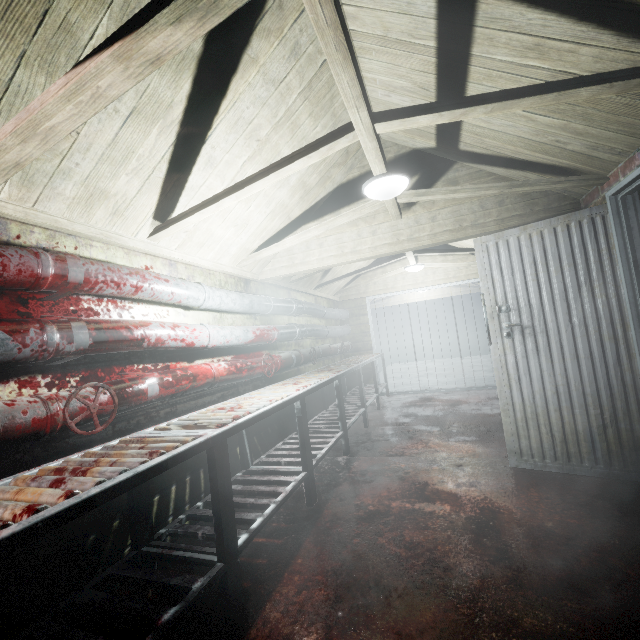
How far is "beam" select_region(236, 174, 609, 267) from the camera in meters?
2.3 m

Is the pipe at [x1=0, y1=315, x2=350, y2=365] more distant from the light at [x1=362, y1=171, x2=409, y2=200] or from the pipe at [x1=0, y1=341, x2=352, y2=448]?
the light at [x1=362, y1=171, x2=409, y2=200]

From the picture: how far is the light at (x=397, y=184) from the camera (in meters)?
2.16

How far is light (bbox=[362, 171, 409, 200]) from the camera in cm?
216

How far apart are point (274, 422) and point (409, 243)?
2.4m

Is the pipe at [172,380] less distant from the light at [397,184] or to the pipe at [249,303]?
the pipe at [249,303]

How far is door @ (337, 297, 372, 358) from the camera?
6.5m

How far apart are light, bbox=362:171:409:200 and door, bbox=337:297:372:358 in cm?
405
